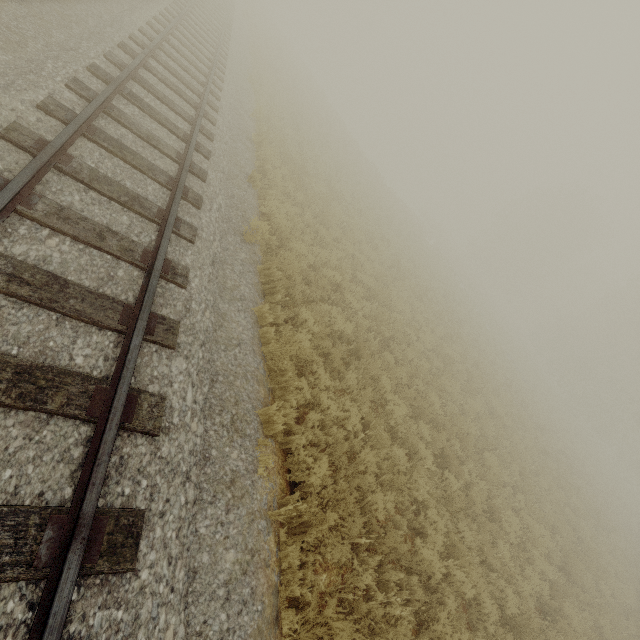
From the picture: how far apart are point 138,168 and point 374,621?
7.7 meters
